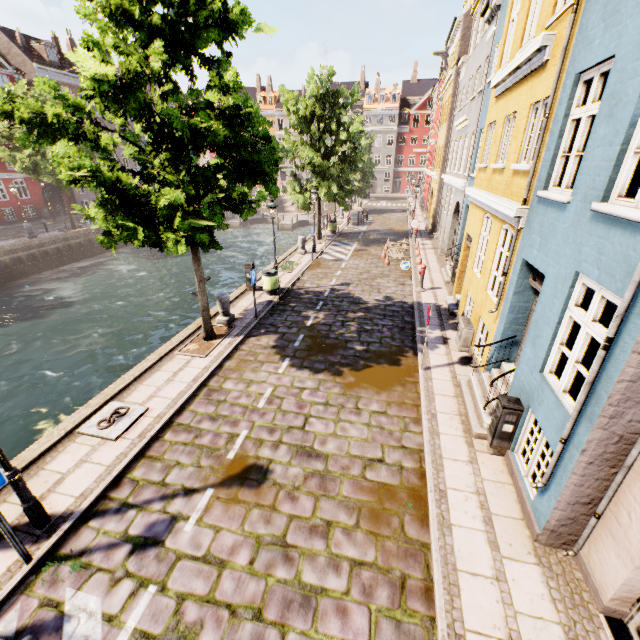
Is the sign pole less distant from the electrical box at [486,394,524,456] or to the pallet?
the electrical box at [486,394,524,456]

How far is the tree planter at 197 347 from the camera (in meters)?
9.73

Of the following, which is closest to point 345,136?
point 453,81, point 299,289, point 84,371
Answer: point 453,81

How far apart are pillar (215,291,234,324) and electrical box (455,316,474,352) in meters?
7.7 m

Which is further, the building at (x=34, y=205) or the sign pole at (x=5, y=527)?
the building at (x=34, y=205)

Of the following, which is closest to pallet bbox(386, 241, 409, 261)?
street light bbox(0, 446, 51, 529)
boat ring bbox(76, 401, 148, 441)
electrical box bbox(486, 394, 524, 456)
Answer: electrical box bbox(486, 394, 524, 456)

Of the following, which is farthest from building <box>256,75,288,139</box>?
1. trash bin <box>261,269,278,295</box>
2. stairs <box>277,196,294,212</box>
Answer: trash bin <box>261,269,278,295</box>

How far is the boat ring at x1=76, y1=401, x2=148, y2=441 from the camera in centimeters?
682cm
